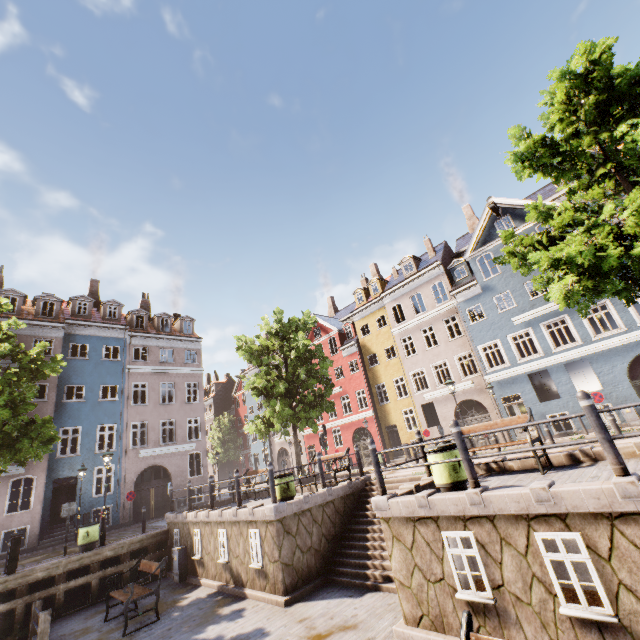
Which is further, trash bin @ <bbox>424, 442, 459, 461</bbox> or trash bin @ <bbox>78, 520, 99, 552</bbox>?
trash bin @ <bbox>78, 520, 99, 552</bbox>

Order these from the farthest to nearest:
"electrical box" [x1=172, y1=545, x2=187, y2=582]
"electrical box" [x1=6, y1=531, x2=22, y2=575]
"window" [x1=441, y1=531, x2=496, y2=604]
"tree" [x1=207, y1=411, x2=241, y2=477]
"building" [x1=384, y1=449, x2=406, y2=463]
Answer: "tree" [x1=207, y1=411, x2=241, y2=477] < "building" [x1=384, y1=449, x2=406, y2=463] < "electrical box" [x1=172, y1=545, x2=187, y2=582] < "electrical box" [x1=6, y1=531, x2=22, y2=575] < "window" [x1=441, y1=531, x2=496, y2=604]

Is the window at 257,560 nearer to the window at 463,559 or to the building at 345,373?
the window at 463,559

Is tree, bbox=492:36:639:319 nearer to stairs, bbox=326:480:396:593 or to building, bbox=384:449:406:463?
building, bbox=384:449:406:463

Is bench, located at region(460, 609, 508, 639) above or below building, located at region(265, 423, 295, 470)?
below

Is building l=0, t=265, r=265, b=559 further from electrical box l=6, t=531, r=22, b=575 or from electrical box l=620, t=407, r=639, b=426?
electrical box l=6, t=531, r=22, b=575

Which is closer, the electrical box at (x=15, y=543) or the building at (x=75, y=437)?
the electrical box at (x=15, y=543)

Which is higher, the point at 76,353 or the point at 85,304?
the point at 85,304
